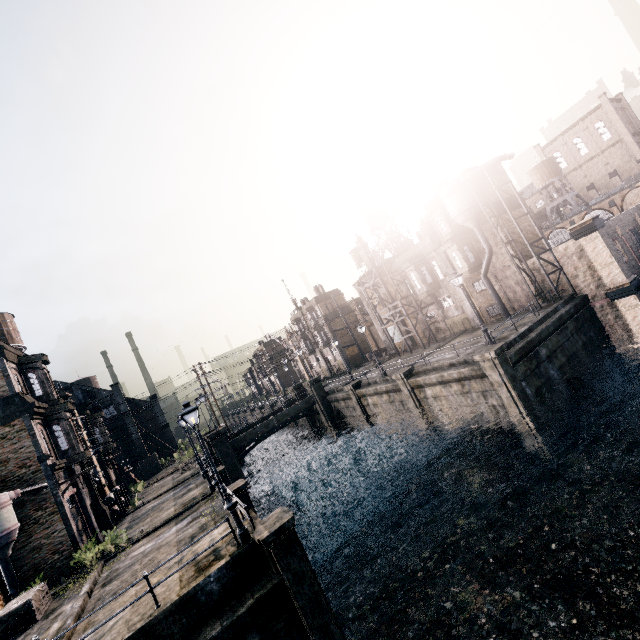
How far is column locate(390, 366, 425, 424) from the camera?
26.56m

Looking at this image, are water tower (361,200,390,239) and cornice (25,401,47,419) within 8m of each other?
no

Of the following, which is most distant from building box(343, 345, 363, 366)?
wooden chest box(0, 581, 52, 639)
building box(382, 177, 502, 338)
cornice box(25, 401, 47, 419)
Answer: wooden chest box(0, 581, 52, 639)

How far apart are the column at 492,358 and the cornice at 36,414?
29.40m

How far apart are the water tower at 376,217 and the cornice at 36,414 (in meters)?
40.70

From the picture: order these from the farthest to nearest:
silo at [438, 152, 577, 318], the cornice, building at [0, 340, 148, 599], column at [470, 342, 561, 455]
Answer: silo at [438, 152, 577, 318]
the cornice
building at [0, 340, 148, 599]
column at [470, 342, 561, 455]

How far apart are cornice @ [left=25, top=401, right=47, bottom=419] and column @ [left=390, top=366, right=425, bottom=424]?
26.25m

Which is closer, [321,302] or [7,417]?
[7,417]
